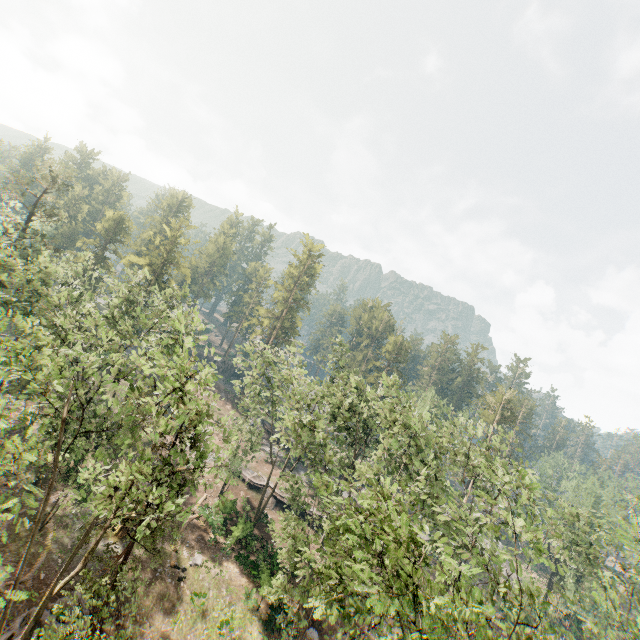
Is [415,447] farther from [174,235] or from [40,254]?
[174,235]

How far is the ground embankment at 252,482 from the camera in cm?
3978

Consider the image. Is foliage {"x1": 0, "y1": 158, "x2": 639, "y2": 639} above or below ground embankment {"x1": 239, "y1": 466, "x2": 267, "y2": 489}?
above

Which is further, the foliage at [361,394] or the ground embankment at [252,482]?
the ground embankment at [252,482]

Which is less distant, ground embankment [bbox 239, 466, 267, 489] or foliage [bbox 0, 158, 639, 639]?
foliage [bbox 0, 158, 639, 639]

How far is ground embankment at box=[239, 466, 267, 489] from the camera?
39.8m
